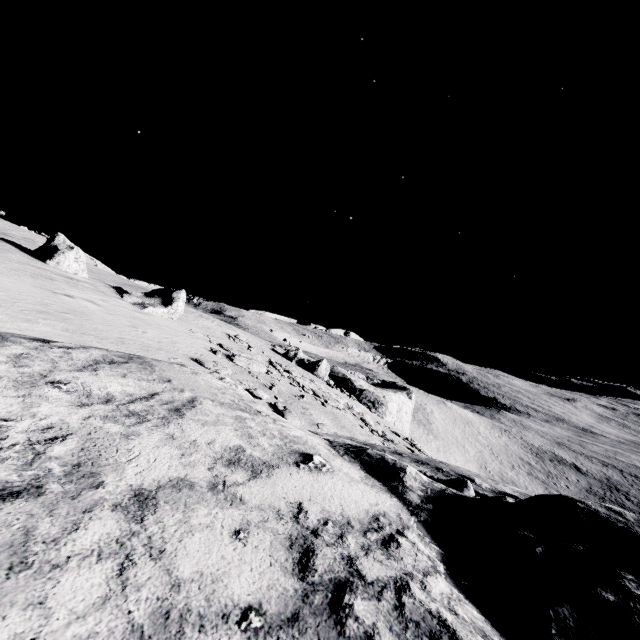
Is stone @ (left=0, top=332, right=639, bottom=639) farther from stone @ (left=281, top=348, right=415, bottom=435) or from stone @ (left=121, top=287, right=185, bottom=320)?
stone @ (left=121, top=287, right=185, bottom=320)

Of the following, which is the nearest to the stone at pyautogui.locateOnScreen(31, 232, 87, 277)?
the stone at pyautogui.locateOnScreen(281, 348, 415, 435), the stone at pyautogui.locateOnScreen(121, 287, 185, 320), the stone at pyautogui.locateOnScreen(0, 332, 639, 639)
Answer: the stone at pyautogui.locateOnScreen(121, 287, 185, 320)

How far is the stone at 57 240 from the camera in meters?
20.2

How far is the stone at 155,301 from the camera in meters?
21.6

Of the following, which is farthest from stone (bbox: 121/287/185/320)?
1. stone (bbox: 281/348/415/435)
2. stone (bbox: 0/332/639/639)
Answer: stone (bbox: 281/348/415/435)

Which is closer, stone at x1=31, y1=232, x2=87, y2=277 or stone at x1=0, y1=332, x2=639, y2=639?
stone at x1=0, y1=332, x2=639, y2=639

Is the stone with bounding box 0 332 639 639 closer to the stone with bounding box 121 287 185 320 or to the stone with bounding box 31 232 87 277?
the stone with bounding box 121 287 185 320

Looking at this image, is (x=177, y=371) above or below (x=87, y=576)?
above
